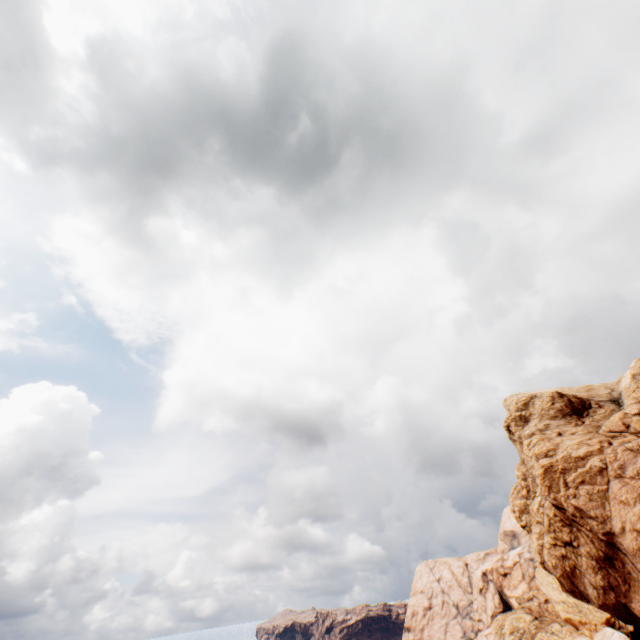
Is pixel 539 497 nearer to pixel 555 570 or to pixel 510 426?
pixel 555 570
